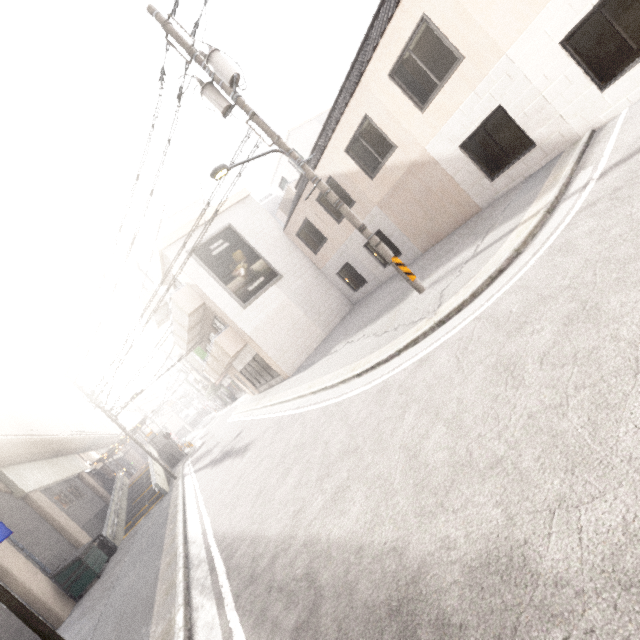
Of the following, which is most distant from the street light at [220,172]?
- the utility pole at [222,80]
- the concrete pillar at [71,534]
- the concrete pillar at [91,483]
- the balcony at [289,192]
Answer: the concrete pillar at [91,483]

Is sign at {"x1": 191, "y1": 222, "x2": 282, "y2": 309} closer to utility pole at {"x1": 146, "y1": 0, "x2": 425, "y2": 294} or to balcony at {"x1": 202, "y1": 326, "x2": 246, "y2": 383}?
balcony at {"x1": 202, "y1": 326, "x2": 246, "y2": 383}

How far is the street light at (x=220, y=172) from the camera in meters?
6.9 m

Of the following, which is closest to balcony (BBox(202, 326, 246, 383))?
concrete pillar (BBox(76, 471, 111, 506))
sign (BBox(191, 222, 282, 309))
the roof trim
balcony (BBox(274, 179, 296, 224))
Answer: A: sign (BBox(191, 222, 282, 309))

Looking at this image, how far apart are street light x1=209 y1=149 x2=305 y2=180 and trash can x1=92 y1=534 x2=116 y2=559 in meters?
17.5

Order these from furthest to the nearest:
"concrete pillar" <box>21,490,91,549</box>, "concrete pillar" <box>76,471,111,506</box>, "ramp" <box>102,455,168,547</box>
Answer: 1. "concrete pillar" <box>76,471,111,506</box>
2. "ramp" <box>102,455,168,547</box>
3. "concrete pillar" <box>21,490,91,549</box>

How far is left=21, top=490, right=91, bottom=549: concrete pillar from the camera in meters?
16.4

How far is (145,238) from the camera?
19.2m
